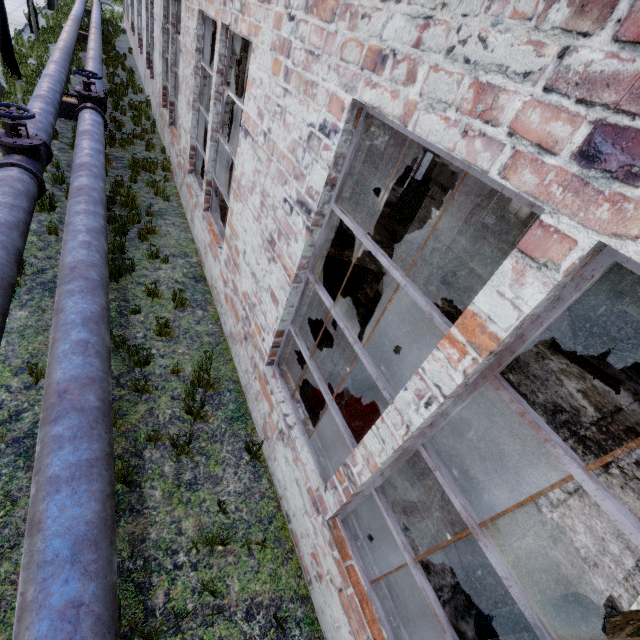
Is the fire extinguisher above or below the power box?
below

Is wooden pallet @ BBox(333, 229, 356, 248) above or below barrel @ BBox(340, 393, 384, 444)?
below

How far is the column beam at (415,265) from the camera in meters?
5.0

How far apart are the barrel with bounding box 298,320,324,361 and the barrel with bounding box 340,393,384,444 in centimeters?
92cm

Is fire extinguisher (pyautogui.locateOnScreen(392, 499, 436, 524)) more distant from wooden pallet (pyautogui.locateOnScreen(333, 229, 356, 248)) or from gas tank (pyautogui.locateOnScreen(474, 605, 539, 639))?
wooden pallet (pyautogui.locateOnScreen(333, 229, 356, 248))

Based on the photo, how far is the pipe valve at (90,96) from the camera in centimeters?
863cm

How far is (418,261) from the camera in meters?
5.8

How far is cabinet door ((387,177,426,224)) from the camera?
12.45m
